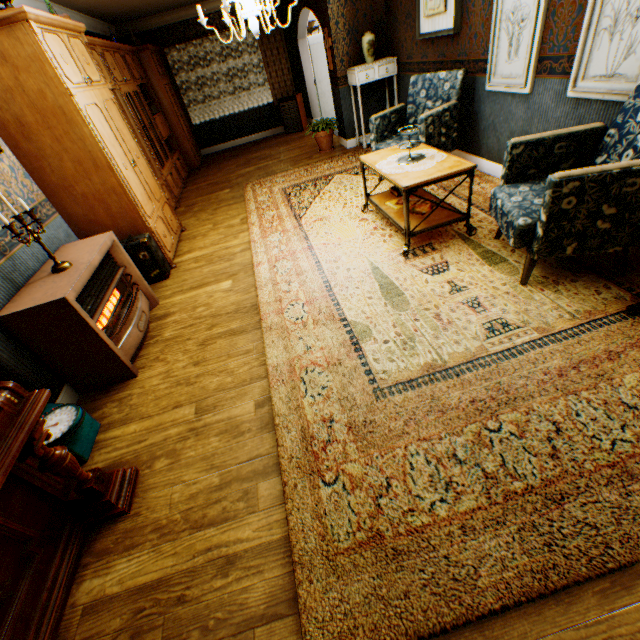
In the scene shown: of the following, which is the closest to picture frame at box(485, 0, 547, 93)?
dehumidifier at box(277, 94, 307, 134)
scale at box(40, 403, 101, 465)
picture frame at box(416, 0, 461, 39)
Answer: picture frame at box(416, 0, 461, 39)

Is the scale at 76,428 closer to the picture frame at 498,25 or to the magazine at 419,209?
the magazine at 419,209

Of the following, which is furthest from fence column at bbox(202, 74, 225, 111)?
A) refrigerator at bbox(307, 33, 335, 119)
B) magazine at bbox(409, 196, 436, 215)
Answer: magazine at bbox(409, 196, 436, 215)

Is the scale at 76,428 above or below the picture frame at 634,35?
below

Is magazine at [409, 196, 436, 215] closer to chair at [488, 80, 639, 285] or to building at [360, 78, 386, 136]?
chair at [488, 80, 639, 285]

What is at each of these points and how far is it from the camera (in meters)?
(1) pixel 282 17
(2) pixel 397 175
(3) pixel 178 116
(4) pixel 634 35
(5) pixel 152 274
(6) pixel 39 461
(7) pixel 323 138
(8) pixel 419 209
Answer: (1) building, 8.53
(2) table, 3.08
(3) cabinet, 7.87
(4) picture frame, 2.42
(5) suitcase, 4.01
(6) piano, 1.74
(7) flower pot, 6.93
(8) magazine, 3.49

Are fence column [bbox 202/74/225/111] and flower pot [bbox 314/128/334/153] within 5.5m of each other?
no

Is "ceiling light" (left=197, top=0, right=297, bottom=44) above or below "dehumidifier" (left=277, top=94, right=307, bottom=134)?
above
